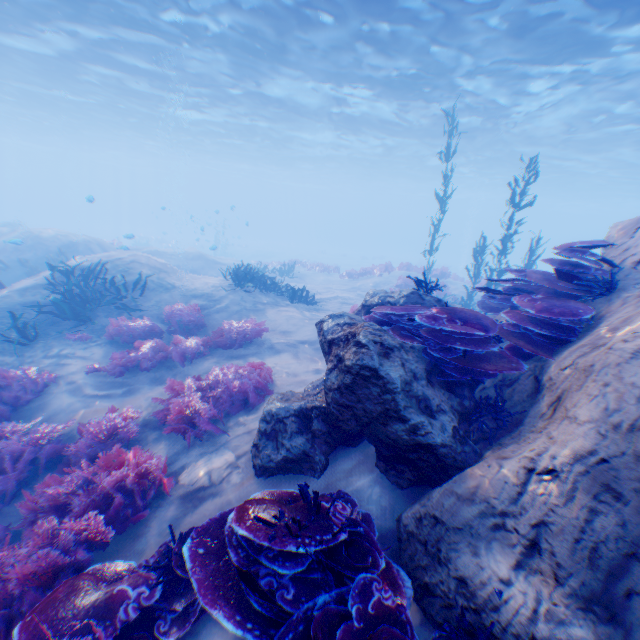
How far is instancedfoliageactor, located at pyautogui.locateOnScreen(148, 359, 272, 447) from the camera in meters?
5.5 m

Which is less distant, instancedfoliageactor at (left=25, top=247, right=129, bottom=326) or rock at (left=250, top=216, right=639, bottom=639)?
rock at (left=250, top=216, right=639, bottom=639)

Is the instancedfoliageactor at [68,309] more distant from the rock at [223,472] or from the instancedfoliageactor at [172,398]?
the instancedfoliageactor at [172,398]

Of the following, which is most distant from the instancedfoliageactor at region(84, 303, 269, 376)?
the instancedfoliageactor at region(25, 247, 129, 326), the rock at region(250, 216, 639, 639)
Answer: the rock at region(250, 216, 639, 639)

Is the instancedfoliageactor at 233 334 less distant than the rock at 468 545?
No

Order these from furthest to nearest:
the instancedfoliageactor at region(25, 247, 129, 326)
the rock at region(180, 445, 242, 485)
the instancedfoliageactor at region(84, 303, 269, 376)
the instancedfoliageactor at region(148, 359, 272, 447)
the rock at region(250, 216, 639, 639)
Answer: the instancedfoliageactor at region(25, 247, 129, 326) → the instancedfoliageactor at region(84, 303, 269, 376) → the instancedfoliageactor at region(148, 359, 272, 447) → the rock at region(180, 445, 242, 485) → the rock at region(250, 216, 639, 639)

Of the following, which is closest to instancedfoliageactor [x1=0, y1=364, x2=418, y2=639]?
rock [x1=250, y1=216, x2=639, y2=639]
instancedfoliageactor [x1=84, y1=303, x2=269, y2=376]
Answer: rock [x1=250, y1=216, x2=639, y2=639]

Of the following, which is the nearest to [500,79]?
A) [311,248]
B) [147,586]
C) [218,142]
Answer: [147,586]
